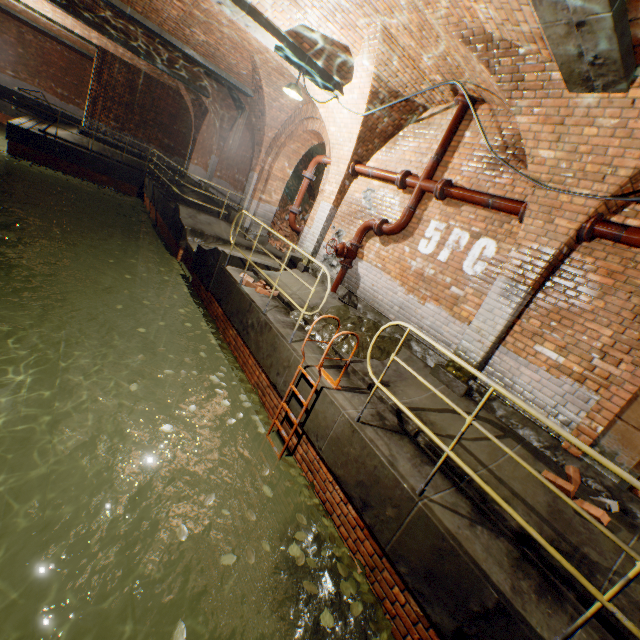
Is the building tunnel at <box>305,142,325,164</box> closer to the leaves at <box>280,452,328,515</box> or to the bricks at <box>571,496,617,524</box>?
the leaves at <box>280,452,328,515</box>

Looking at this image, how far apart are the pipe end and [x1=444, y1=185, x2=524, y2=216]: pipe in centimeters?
82cm

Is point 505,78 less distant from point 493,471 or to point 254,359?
point 493,471

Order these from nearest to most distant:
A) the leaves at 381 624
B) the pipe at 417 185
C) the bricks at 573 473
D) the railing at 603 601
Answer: the railing at 603 601, the leaves at 381 624, the bricks at 573 473, the pipe at 417 185

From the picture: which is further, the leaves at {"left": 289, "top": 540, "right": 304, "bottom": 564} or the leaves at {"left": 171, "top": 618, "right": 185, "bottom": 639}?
the leaves at {"left": 289, "top": 540, "right": 304, "bottom": 564}

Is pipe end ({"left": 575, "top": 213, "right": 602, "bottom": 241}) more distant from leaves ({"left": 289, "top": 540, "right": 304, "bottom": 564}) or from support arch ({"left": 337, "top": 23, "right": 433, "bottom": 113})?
leaves ({"left": 289, "top": 540, "right": 304, "bottom": 564})

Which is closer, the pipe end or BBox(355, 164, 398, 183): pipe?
the pipe end

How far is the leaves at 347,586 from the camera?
3.2 meters
